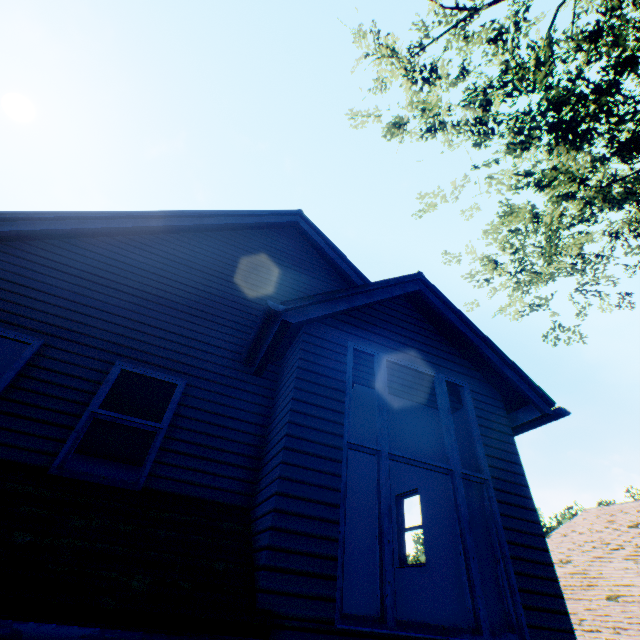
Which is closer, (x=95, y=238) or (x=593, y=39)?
(x=95, y=238)
